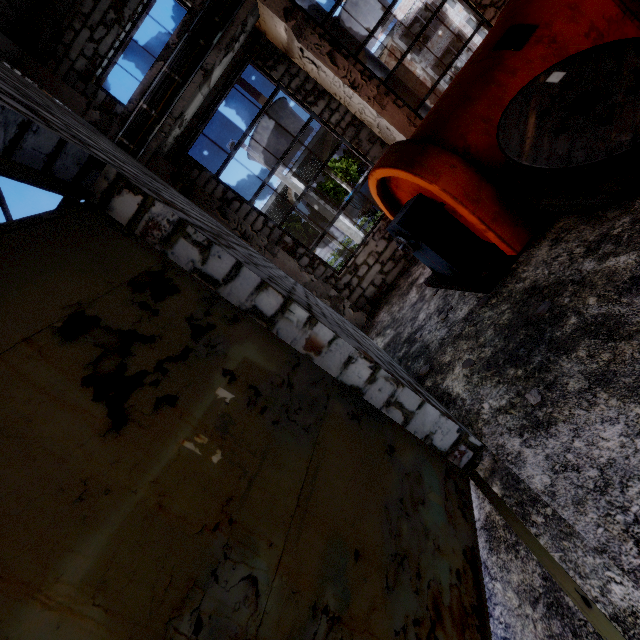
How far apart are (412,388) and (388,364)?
0.7 meters

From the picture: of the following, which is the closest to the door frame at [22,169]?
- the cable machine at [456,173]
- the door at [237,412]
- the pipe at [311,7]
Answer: the door at [237,412]

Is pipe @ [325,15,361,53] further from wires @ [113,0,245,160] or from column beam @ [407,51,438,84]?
column beam @ [407,51,438,84]

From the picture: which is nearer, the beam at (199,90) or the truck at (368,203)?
the beam at (199,90)

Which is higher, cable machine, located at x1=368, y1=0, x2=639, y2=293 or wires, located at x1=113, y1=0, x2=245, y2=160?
wires, located at x1=113, y1=0, x2=245, y2=160

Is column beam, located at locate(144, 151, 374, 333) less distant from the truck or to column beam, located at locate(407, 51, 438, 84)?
the truck

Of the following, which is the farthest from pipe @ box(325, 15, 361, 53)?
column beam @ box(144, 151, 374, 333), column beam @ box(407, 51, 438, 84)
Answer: column beam @ box(407, 51, 438, 84)

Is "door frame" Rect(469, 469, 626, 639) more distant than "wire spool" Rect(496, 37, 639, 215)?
No
